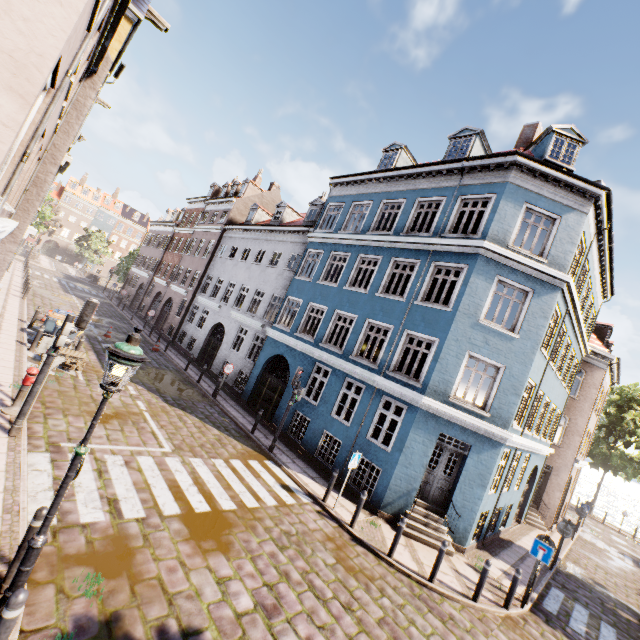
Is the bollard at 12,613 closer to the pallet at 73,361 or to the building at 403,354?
the building at 403,354

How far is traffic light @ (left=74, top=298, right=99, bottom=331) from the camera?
7.59m

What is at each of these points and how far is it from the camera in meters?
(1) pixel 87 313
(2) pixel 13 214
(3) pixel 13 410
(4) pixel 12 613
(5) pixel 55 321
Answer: (1) traffic light, 7.7 m
(2) building, 10.5 m
(3) hydrant, 8.1 m
(4) bollard, 3.2 m
(5) trash bin, 13.7 m

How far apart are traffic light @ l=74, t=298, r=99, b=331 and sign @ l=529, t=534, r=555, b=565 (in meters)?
13.54

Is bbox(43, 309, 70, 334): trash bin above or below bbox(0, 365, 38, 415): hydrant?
above

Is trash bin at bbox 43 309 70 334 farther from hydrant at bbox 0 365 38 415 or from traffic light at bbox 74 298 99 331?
traffic light at bbox 74 298 99 331

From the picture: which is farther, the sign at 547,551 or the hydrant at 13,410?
the sign at 547,551

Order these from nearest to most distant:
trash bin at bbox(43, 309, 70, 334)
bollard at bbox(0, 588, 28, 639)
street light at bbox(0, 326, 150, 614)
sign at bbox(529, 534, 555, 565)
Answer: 1. bollard at bbox(0, 588, 28, 639)
2. street light at bbox(0, 326, 150, 614)
3. sign at bbox(529, 534, 555, 565)
4. trash bin at bbox(43, 309, 70, 334)
